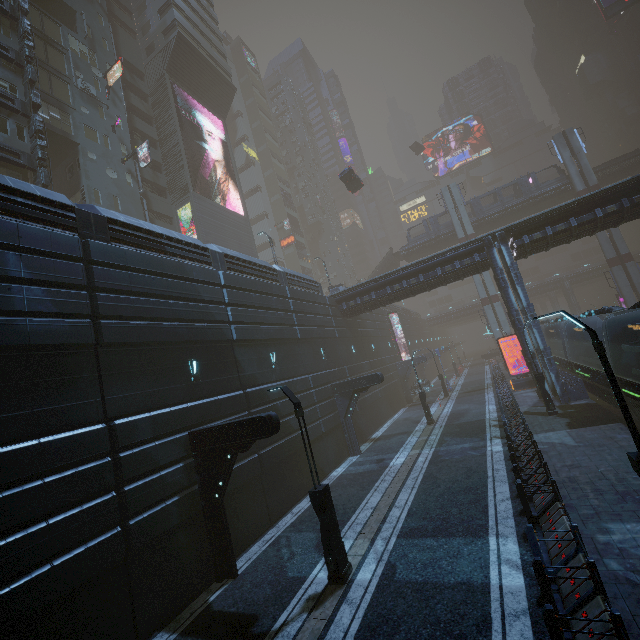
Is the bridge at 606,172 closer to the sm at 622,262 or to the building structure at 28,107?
the sm at 622,262

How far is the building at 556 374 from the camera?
20.41m

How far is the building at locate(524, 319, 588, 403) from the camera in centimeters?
2041cm

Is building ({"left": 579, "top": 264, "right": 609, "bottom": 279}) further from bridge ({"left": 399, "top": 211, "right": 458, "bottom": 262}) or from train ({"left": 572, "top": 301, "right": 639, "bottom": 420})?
bridge ({"left": 399, "top": 211, "right": 458, "bottom": 262})

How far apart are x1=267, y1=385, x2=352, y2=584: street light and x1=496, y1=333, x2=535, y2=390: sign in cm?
2497

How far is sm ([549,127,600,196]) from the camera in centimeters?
3875cm

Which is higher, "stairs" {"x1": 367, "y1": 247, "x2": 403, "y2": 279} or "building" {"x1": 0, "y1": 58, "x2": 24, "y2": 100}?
"building" {"x1": 0, "y1": 58, "x2": 24, "y2": 100}

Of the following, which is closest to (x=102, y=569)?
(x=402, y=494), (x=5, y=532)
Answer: (x=5, y=532)
